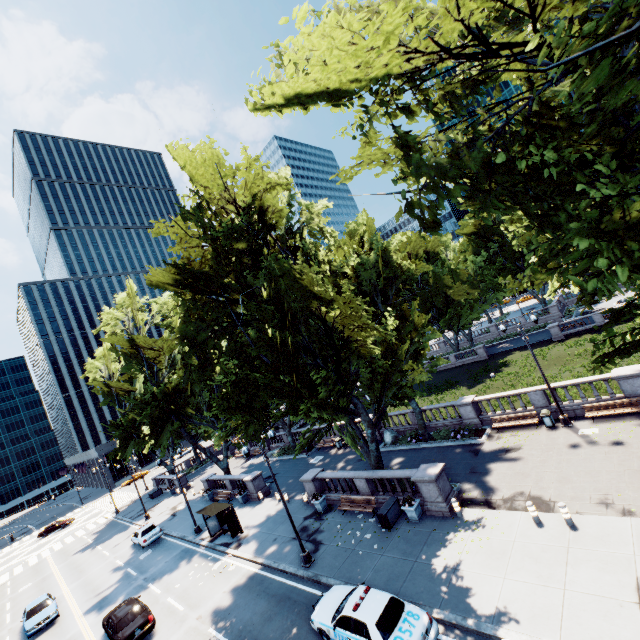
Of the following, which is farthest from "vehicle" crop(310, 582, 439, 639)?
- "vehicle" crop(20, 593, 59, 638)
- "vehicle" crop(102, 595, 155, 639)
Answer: "vehicle" crop(20, 593, 59, 638)

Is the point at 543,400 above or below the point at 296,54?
below

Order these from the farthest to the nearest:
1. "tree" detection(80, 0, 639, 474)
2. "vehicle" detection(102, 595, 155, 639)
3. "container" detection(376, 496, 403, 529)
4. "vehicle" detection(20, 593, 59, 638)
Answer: "vehicle" detection(20, 593, 59, 638) → "container" detection(376, 496, 403, 529) → "vehicle" detection(102, 595, 155, 639) → "tree" detection(80, 0, 639, 474)

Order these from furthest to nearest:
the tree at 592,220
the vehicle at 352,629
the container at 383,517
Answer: the container at 383,517, the vehicle at 352,629, the tree at 592,220

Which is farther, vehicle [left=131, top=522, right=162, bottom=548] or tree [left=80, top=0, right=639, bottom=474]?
vehicle [left=131, top=522, right=162, bottom=548]

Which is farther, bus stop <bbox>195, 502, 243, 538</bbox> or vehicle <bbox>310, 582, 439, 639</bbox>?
bus stop <bbox>195, 502, 243, 538</bbox>

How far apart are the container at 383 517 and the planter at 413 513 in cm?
68

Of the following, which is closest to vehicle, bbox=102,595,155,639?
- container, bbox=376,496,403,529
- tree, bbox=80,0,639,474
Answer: tree, bbox=80,0,639,474
